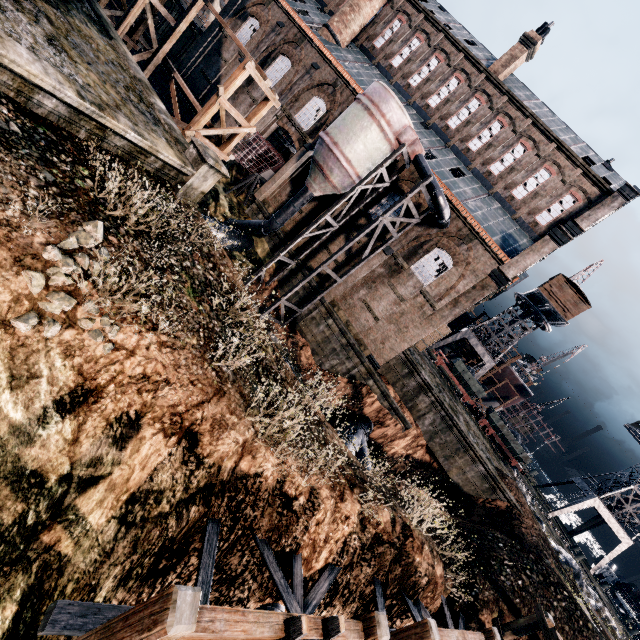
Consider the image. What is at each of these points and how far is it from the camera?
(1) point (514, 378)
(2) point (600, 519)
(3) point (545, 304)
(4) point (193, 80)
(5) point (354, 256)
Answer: (1) ship construction, 51.47m
(2) crane, 41.84m
(3) crane, 40.03m
(4) building, 34.09m
(5) building, 27.23m

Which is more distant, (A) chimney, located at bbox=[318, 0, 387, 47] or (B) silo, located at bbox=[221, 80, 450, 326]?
(A) chimney, located at bbox=[318, 0, 387, 47]

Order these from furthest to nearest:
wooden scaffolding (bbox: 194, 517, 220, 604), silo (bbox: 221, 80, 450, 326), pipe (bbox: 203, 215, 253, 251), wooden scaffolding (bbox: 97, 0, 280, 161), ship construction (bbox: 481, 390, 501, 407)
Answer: ship construction (bbox: 481, 390, 501, 407) → pipe (bbox: 203, 215, 253, 251) → silo (bbox: 221, 80, 450, 326) → wooden scaffolding (bbox: 97, 0, 280, 161) → wooden scaffolding (bbox: 194, 517, 220, 604)

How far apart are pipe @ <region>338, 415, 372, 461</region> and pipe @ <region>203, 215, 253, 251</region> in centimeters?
1657cm

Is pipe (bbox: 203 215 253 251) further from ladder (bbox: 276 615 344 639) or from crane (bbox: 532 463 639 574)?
crane (bbox: 532 463 639 574)

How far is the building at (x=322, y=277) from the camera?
27.94m

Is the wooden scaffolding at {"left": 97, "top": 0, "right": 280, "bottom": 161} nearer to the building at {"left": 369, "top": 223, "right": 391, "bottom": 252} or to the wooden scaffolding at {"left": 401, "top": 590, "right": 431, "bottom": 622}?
the building at {"left": 369, "top": 223, "right": 391, "bottom": 252}
